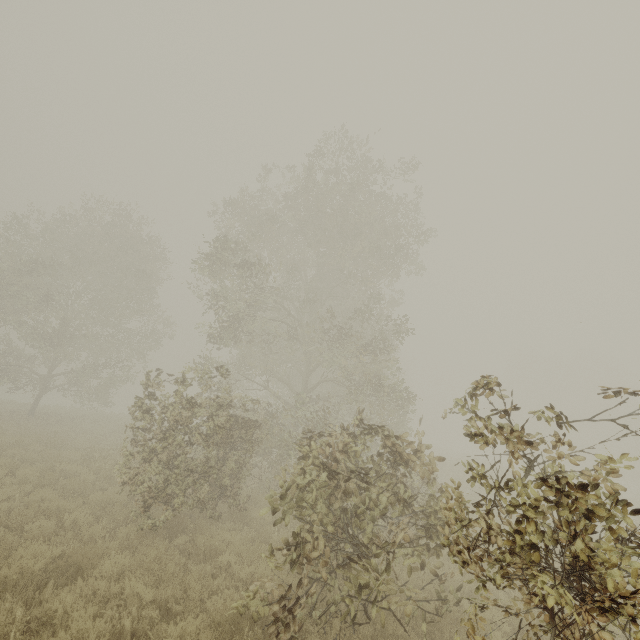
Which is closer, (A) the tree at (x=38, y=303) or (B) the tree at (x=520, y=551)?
(B) the tree at (x=520, y=551)

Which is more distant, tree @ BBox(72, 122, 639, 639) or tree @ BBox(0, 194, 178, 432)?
tree @ BBox(0, 194, 178, 432)

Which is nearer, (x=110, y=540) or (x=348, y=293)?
(x=110, y=540)
